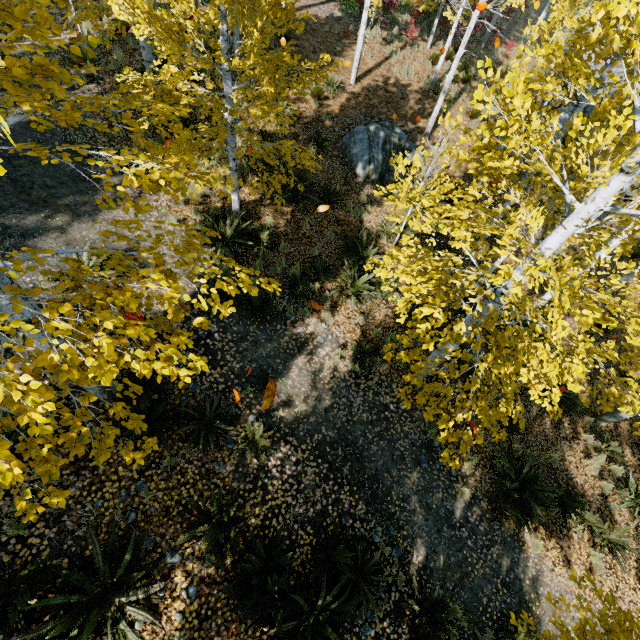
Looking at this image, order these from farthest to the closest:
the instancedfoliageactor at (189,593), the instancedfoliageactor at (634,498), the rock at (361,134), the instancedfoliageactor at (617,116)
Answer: the rock at (361,134) < the instancedfoliageactor at (634,498) < the instancedfoliageactor at (189,593) < the instancedfoliageactor at (617,116)

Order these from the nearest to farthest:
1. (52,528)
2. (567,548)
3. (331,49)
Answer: (52,528)
(567,548)
(331,49)

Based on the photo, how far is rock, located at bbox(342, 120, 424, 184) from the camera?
11.1 meters

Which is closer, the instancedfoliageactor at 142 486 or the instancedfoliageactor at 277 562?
the instancedfoliageactor at 277 562

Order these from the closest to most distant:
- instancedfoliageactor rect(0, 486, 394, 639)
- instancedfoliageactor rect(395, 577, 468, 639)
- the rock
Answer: instancedfoliageactor rect(0, 486, 394, 639) → instancedfoliageactor rect(395, 577, 468, 639) → the rock

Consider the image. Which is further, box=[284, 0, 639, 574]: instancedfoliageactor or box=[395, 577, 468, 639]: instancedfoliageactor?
box=[395, 577, 468, 639]: instancedfoliageactor
